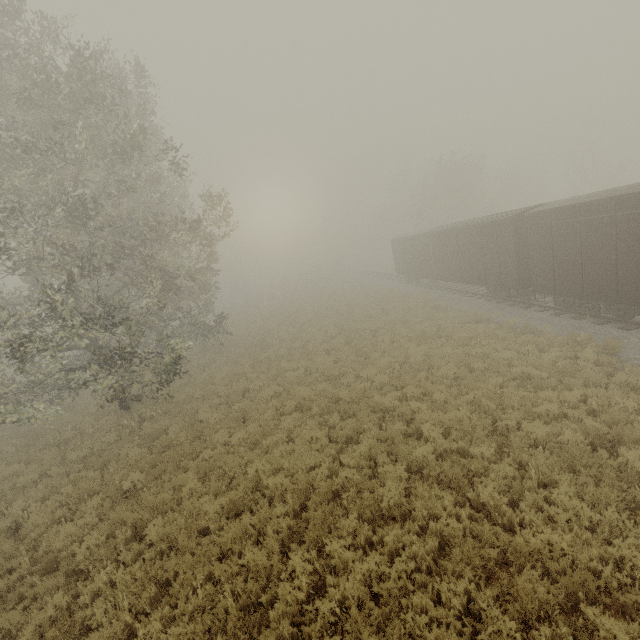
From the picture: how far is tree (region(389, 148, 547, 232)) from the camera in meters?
38.7

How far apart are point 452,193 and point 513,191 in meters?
11.0

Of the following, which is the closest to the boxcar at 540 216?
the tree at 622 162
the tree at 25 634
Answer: the tree at 622 162

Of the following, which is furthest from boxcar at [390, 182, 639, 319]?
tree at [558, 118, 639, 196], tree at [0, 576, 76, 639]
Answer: tree at [0, 576, 76, 639]

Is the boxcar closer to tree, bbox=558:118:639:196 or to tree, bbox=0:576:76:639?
tree, bbox=558:118:639:196

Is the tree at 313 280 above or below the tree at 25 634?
above
